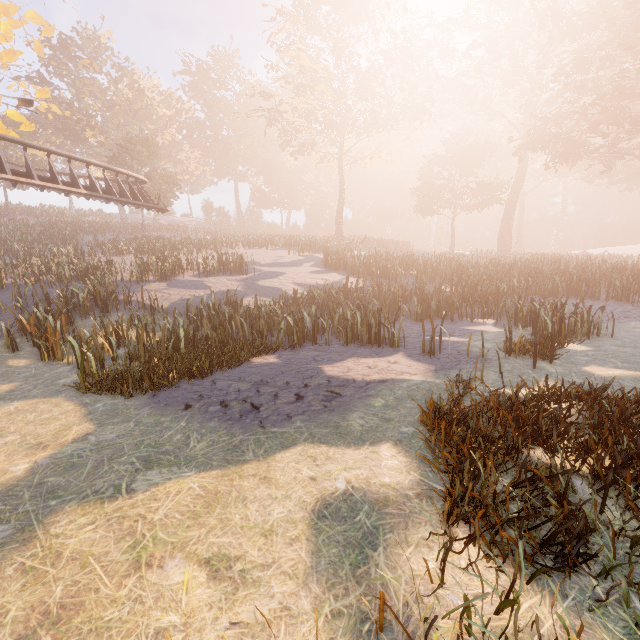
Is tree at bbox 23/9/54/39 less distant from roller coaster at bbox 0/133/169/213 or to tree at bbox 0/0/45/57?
tree at bbox 0/0/45/57

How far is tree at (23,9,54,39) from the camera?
11.72m

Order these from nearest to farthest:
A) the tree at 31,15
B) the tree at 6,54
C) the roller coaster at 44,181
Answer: the tree at 6,54 < the tree at 31,15 < the roller coaster at 44,181

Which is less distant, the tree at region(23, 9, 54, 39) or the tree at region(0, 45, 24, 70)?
the tree at region(0, 45, 24, 70)

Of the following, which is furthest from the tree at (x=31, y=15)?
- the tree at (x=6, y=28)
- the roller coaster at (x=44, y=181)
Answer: the roller coaster at (x=44, y=181)

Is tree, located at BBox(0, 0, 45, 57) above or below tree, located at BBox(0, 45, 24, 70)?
above

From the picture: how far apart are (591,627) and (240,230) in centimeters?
6051cm
